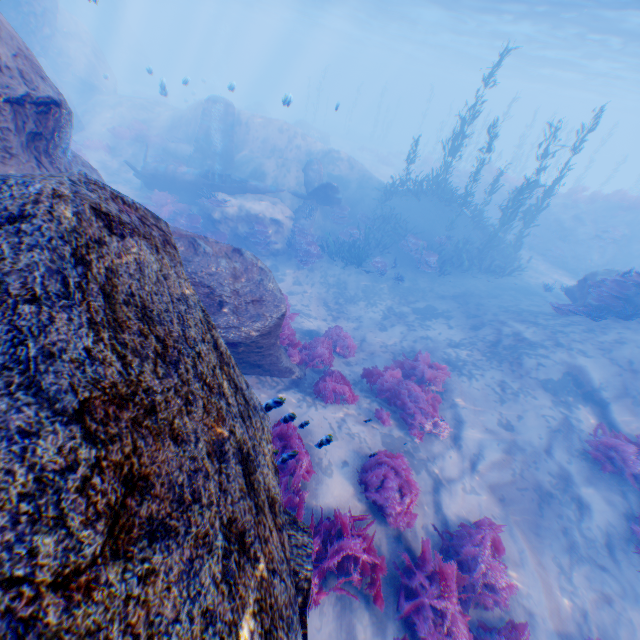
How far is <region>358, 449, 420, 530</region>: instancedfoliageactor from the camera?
5.3 meters

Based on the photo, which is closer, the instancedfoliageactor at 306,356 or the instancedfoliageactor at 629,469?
the instancedfoliageactor at 629,469

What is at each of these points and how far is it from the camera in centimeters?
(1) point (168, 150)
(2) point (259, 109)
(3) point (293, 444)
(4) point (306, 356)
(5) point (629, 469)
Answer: (1) rock, 2000cm
(2) rock, 4522cm
(3) instancedfoliageactor, 516cm
(4) instancedfoliageactor, 912cm
(5) instancedfoliageactor, 680cm

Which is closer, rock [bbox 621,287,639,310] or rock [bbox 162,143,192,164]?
rock [bbox 621,287,639,310]

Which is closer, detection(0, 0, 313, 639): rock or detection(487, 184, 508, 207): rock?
detection(0, 0, 313, 639): rock

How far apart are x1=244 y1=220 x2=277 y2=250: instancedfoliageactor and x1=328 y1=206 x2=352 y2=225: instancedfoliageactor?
Answer: 3.86m

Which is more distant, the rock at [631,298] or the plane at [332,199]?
the plane at [332,199]
